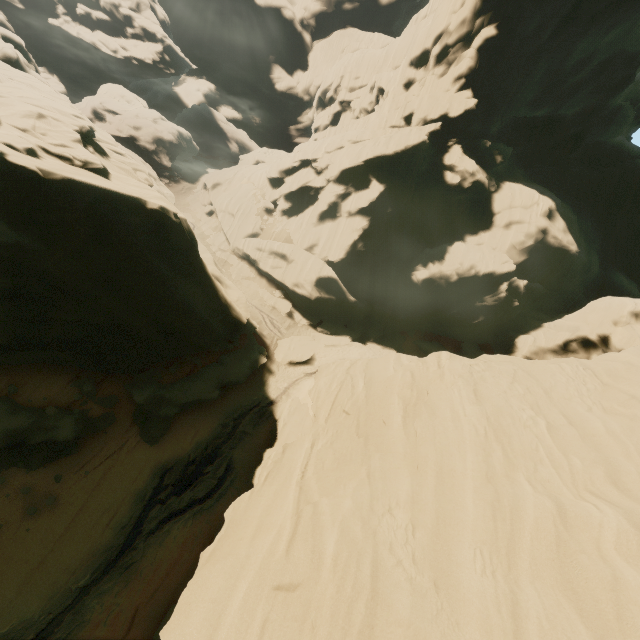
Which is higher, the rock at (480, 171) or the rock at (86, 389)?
the rock at (480, 171)

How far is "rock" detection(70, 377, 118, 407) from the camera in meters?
16.4

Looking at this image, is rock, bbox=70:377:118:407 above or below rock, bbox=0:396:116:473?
above

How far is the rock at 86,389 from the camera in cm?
1639

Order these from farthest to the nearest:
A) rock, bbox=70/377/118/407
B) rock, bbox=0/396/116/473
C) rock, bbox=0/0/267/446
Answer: rock, bbox=70/377/118/407, rock, bbox=0/396/116/473, rock, bbox=0/0/267/446

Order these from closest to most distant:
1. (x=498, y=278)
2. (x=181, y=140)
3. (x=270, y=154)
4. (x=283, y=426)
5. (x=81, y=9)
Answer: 1. (x=283, y=426)
2. (x=498, y=278)
3. (x=181, y=140)
4. (x=270, y=154)
5. (x=81, y=9)

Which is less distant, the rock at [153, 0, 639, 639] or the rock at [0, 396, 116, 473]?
the rock at [153, 0, 639, 639]
